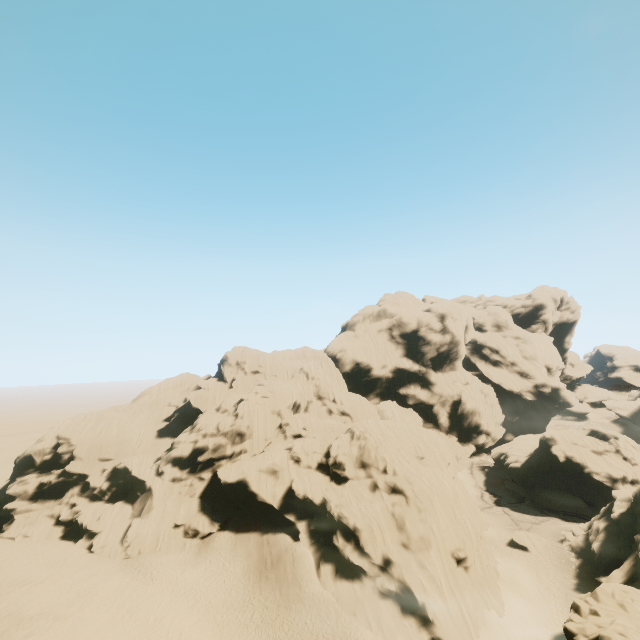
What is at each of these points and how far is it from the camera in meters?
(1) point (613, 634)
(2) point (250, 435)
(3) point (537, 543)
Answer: (1) rock, 14.1
(2) rock, 50.4
(3) rock, 41.7

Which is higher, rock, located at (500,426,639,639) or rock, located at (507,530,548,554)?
rock, located at (500,426,639,639)

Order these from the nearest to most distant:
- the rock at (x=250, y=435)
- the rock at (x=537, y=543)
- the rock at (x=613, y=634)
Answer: the rock at (x=613, y=634) → the rock at (x=250, y=435) → the rock at (x=537, y=543)

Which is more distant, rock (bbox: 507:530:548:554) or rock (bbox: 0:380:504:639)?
rock (bbox: 507:530:548:554)

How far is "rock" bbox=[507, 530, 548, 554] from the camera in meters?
40.9 m

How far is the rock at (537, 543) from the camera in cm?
4094

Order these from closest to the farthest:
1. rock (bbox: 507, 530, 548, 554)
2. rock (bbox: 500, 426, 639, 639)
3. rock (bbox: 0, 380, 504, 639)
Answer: rock (bbox: 500, 426, 639, 639) → rock (bbox: 0, 380, 504, 639) → rock (bbox: 507, 530, 548, 554)
